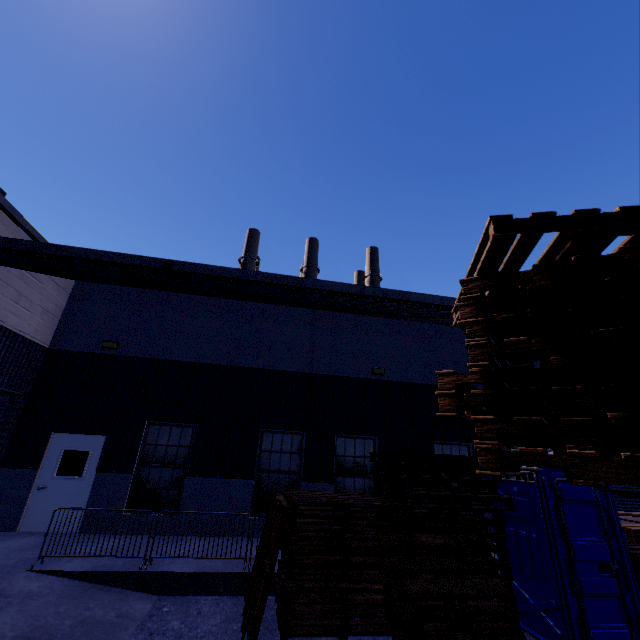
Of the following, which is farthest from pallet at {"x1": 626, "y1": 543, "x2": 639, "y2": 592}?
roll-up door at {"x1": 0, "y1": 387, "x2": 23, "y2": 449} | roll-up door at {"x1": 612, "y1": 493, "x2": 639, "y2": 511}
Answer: roll-up door at {"x1": 0, "y1": 387, "x2": 23, "y2": 449}

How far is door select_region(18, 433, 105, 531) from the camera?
8.7m

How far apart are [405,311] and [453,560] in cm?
494

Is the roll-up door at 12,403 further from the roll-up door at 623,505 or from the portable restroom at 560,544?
the roll-up door at 623,505

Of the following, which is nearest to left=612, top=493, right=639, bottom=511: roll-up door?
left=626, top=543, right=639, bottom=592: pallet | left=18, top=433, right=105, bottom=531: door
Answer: left=626, top=543, right=639, bottom=592: pallet

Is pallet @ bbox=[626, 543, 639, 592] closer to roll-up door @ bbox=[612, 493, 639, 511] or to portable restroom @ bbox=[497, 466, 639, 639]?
portable restroom @ bbox=[497, 466, 639, 639]

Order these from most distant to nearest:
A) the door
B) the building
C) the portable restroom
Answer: the door → the building → the portable restroom

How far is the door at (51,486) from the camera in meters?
8.7 m
